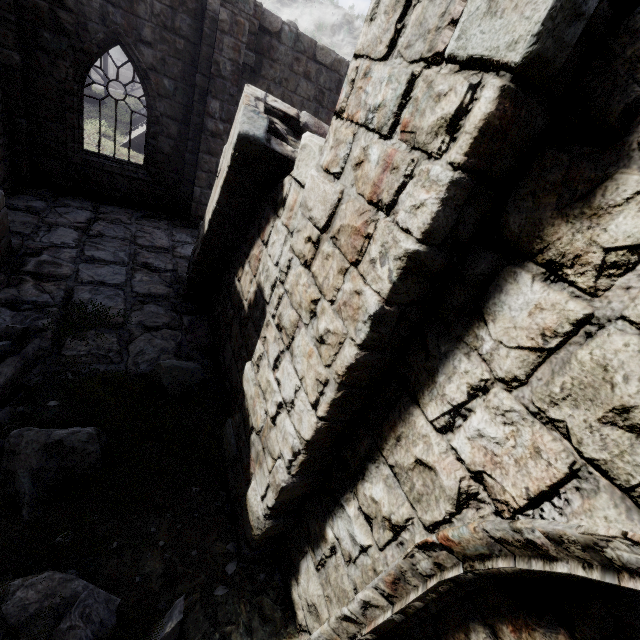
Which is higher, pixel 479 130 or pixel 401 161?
pixel 479 130

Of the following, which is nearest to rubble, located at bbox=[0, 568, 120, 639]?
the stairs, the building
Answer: the building

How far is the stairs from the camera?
21.0 meters

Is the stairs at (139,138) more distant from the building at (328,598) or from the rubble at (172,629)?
the rubble at (172,629)

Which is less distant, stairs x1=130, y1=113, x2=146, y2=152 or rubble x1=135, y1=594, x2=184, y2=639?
rubble x1=135, y1=594, x2=184, y2=639

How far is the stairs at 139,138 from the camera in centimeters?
2105cm

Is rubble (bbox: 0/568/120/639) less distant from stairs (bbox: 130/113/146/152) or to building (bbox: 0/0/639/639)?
building (bbox: 0/0/639/639)
